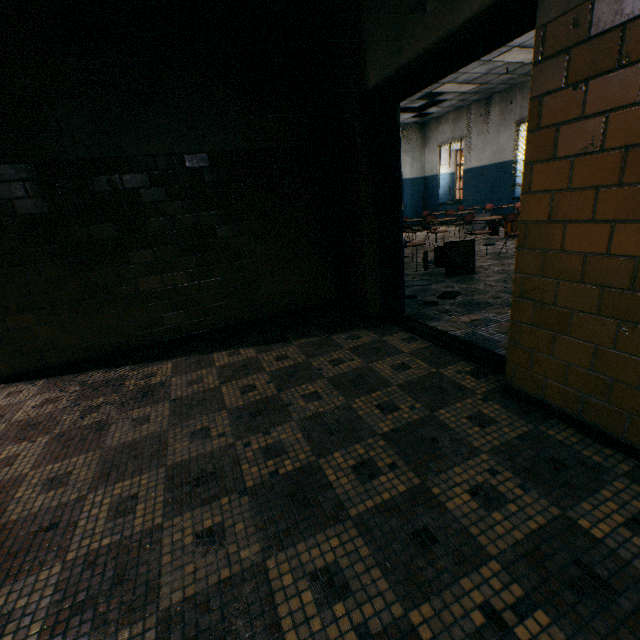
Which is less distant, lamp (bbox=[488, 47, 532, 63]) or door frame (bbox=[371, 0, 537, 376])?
door frame (bbox=[371, 0, 537, 376])

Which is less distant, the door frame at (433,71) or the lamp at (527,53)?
the door frame at (433,71)

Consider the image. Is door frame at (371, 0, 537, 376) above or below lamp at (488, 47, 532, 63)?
below

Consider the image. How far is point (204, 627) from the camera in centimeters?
112cm

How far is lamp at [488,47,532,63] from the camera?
6.9 meters

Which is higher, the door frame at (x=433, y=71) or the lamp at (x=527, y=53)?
the lamp at (x=527, y=53)
